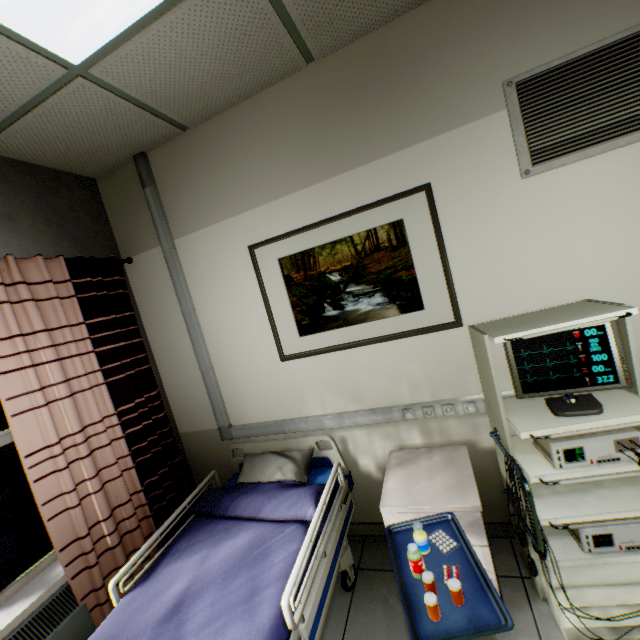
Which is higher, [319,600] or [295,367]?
[295,367]

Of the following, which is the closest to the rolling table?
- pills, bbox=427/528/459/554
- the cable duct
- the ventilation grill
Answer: pills, bbox=427/528/459/554

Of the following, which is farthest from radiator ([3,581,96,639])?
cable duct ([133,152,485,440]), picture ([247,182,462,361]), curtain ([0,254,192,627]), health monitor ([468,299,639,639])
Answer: health monitor ([468,299,639,639])

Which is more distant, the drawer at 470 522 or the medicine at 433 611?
the drawer at 470 522

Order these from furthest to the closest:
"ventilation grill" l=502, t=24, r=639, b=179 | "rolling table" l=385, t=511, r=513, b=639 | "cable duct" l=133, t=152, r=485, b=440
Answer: "cable duct" l=133, t=152, r=485, b=440 < "ventilation grill" l=502, t=24, r=639, b=179 < "rolling table" l=385, t=511, r=513, b=639

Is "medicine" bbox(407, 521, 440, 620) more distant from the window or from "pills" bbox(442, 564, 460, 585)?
the window

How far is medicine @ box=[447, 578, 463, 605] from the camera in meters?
1.1

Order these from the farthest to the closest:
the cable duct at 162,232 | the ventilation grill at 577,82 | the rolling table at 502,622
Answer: the cable duct at 162,232 → the ventilation grill at 577,82 → the rolling table at 502,622
